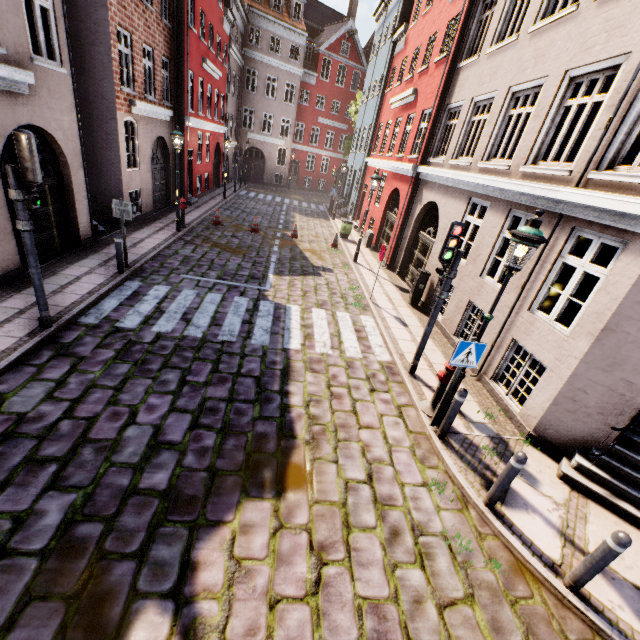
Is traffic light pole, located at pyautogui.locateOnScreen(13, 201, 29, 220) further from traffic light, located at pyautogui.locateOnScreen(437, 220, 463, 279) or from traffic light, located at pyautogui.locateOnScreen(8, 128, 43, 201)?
traffic light, located at pyautogui.locateOnScreen(437, 220, 463, 279)

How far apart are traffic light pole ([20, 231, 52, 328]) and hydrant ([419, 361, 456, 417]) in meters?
7.6

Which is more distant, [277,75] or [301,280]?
[277,75]

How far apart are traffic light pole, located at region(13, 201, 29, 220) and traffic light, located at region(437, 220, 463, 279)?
7.4m

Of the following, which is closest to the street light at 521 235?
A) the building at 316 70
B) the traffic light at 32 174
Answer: the building at 316 70

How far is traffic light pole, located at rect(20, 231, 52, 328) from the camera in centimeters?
561cm

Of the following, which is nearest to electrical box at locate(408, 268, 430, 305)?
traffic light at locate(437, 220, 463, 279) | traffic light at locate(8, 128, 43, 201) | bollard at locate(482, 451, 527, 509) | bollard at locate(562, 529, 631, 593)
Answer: traffic light at locate(437, 220, 463, 279)

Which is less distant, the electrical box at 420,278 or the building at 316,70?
the building at 316,70
